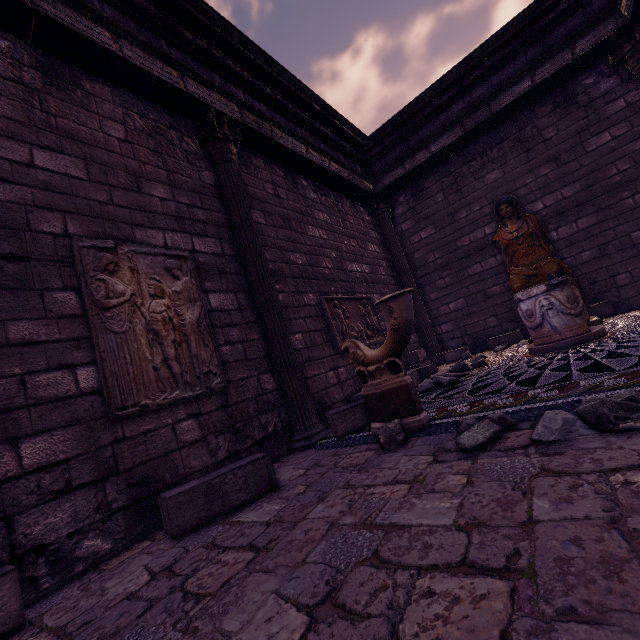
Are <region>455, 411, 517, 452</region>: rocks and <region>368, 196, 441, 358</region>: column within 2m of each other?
no

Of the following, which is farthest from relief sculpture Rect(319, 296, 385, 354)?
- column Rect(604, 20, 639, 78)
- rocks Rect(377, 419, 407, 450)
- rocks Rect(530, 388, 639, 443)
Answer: column Rect(604, 20, 639, 78)

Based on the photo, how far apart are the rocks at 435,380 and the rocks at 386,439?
2.31m

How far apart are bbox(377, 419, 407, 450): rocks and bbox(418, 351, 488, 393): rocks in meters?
2.3

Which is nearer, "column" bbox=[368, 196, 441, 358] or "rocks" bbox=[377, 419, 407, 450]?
"rocks" bbox=[377, 419, 407, 450]

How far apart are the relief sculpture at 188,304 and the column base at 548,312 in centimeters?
426cm

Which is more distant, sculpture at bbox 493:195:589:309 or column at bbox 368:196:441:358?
column at bbox 368:196:441:358

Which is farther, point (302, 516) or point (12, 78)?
point (12, 78)
